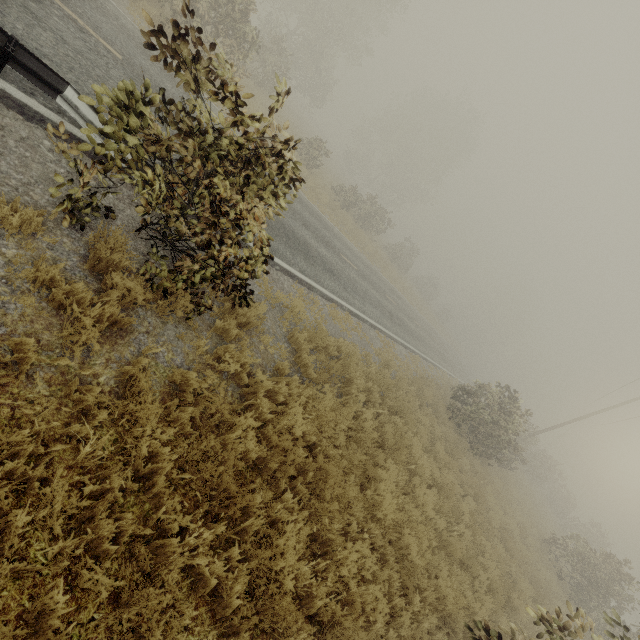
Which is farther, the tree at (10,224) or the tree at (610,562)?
the tree at (610,562)

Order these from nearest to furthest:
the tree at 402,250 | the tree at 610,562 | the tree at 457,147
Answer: the tree at 457,147, the tree at 610,562, the tree at 402,250

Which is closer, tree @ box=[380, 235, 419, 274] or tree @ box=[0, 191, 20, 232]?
tree @ box=[0, 191, 20, 232]

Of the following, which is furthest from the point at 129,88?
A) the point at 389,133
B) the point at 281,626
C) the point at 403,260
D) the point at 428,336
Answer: the point at 389,133

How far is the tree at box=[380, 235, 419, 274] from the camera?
34.8m
